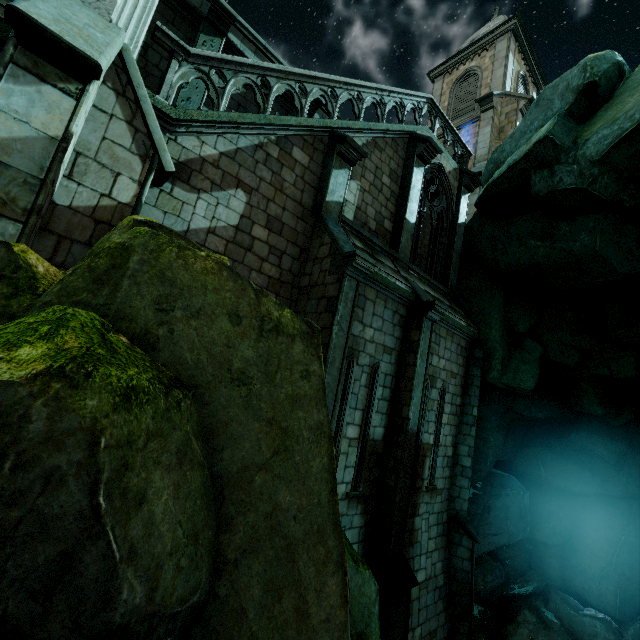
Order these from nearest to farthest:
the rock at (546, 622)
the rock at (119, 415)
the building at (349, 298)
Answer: the rock at (119, 415)
the building at (349, 298)
the rock at (546, 622)

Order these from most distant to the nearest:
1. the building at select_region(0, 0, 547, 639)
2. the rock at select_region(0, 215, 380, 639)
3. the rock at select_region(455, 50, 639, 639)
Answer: the rock at select_region(455, 50, 639, 639) → the building at select_region(0, 0, 547, 639) → the rock at select_region(0, 215, 380, 639)

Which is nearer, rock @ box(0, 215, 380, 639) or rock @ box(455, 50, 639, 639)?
rock @ box(0, 215, 380, 639)

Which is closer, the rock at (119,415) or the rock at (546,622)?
the rock at (119,415)

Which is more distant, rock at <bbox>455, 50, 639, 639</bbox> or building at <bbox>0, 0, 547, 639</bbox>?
rock at <bbox>455, 50, 639, 639</bbox>

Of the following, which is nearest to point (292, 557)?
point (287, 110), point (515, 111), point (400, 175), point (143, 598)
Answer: point (143, 598)
